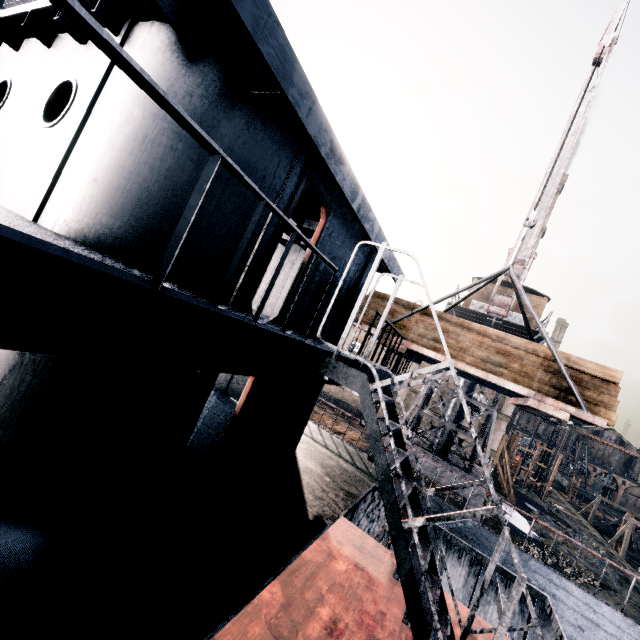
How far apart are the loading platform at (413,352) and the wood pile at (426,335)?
0.0m

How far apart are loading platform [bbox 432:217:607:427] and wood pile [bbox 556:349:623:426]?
0.0m

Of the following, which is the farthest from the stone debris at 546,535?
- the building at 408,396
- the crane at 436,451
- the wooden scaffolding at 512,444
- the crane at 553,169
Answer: the crane at 553,169

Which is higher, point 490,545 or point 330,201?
point 330,201

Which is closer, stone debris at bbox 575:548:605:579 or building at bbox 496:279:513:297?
building at bbox 496:279:513:297

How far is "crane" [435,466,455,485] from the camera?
18.2m

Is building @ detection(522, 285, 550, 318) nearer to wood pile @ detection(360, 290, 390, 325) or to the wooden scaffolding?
wood pile @ detection(360, 290, 390, 325)

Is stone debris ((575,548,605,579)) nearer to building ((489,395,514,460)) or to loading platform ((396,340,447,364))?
building ((489,395,514,460))
